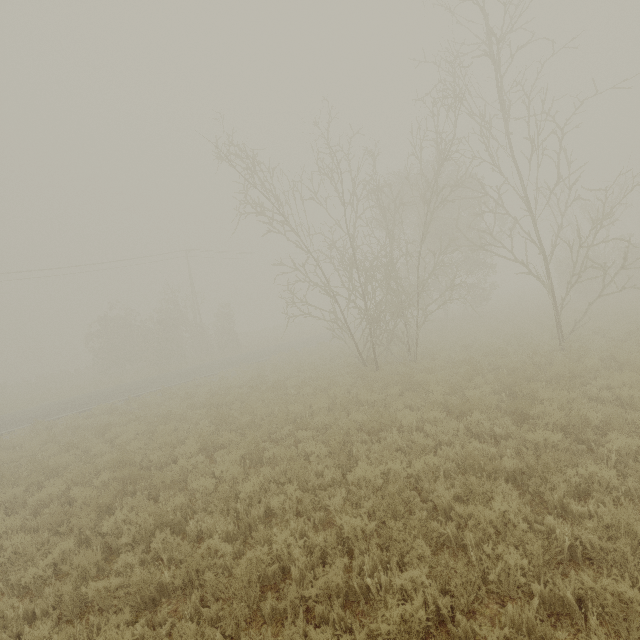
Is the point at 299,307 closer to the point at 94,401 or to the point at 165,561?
the point at 165,561
